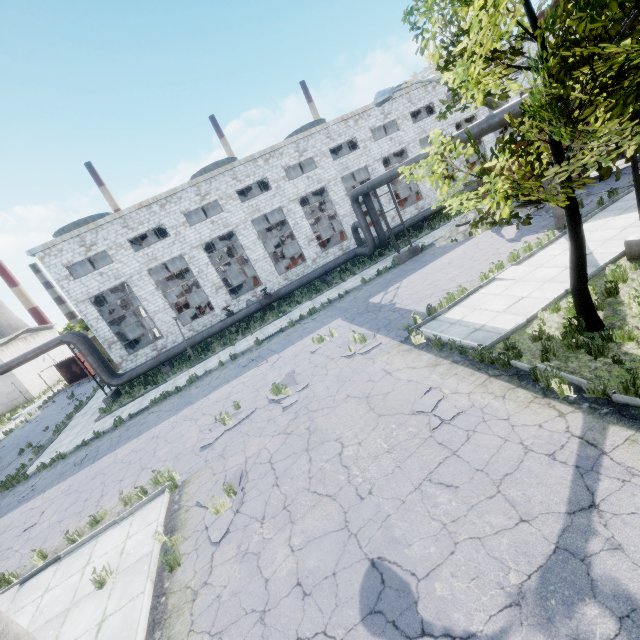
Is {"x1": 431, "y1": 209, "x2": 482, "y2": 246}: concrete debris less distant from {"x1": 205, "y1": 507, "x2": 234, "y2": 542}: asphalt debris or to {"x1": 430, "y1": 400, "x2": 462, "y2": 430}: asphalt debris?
{"x1": 430, "y1": 400, "x2": 462, "y2": 430}: asphalt debris

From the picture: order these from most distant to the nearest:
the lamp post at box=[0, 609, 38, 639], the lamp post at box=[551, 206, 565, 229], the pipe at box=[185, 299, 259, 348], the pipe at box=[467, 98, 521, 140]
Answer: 1. the pipe at box=[185, 299, 259, 348]
2. the lamp post at box=[551, 206, 565, 229]
3. the pipe at box=[467, 98, 521, 140]
4. the lamp post at box=[0, 609, 38, 639]

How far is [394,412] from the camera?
7.9m

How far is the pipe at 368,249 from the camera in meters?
16.7 m

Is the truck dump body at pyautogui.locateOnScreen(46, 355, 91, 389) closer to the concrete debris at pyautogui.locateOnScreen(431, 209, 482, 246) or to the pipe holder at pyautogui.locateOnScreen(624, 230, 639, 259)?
the concrete debris at pyautogui.locateOnScreen(431, 209, 482, 246)

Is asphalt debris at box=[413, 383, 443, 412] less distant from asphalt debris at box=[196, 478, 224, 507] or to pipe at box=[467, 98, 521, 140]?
asphalt debris at box=[196, 478, 224, 507]

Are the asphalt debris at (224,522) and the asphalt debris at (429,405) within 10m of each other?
yes

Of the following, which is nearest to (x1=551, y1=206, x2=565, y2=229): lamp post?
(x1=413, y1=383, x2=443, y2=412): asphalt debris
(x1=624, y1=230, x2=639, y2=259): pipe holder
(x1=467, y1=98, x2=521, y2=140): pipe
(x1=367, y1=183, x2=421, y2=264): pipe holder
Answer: (x1=467, y1=98, x2=521, y2=140): pipe
